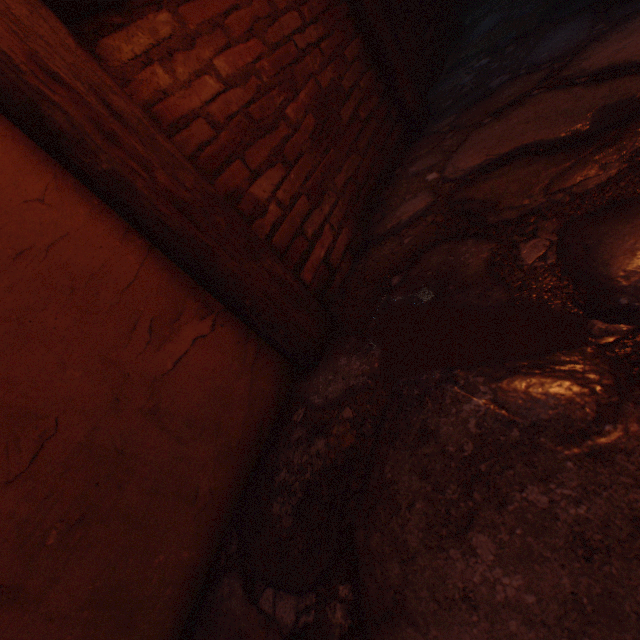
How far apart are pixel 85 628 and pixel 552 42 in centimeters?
314cm

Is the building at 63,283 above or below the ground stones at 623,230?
above

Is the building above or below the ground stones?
above
